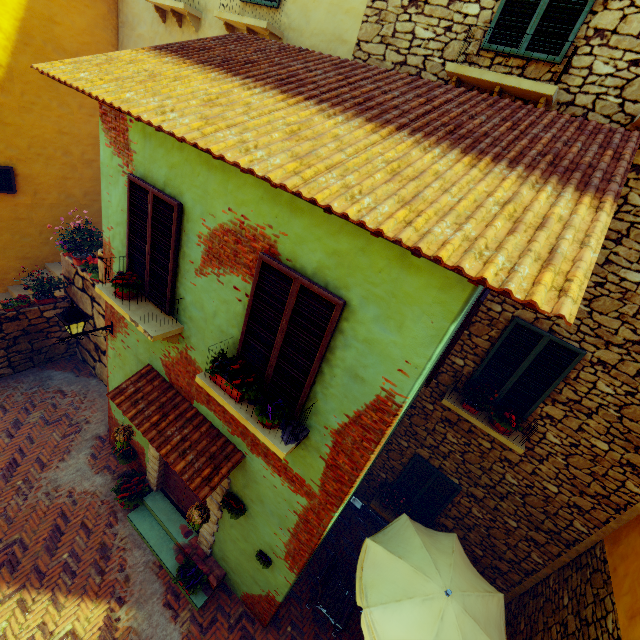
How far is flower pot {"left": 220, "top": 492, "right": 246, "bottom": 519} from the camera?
5.1m

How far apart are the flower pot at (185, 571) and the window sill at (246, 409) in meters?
4.2

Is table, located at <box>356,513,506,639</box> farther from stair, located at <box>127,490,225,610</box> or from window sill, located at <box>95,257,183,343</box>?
window sill, located at <box>95,257,183,343</box>

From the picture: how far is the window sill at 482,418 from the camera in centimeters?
562cm

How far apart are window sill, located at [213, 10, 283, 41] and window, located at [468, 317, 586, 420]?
6.99m

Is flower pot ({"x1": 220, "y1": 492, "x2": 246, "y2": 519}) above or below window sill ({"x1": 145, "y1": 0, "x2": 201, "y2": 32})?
below

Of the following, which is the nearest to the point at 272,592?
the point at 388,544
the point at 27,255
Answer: the point at 388,544

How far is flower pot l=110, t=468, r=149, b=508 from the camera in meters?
6.8
